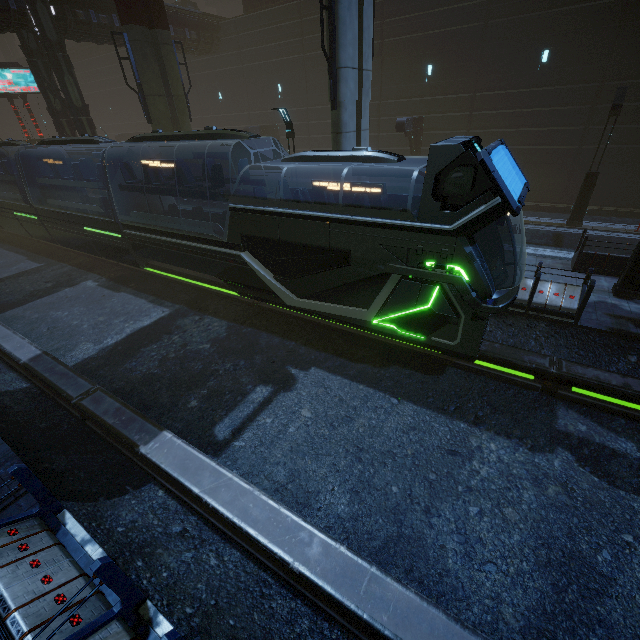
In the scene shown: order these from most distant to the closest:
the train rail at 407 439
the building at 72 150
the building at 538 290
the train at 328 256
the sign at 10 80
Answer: the sign at 10 80
the building at 72 150
the building at 538 290
the train at 328 256
the train rail at 407 439

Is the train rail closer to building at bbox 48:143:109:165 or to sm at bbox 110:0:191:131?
building at bbox 48:143:109:165

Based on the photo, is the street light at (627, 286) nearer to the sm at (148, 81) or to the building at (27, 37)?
the building at (27, 37)

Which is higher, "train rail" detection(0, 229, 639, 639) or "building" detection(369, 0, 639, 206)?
"building" detection(369, 0, 639, 206)

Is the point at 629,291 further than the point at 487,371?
Yes

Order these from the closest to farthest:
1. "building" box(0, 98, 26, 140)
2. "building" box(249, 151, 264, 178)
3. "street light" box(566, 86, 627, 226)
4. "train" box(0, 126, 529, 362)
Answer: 1. "train" box(0, 126, 529, 362)
2. "street light" box(566, 86, 627, 226)
3. "building" box(249, 151, 264, 178)
4. "building" box(0, 98, 26, 140)

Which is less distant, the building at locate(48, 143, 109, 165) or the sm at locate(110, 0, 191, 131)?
the sm at locate(110, 0, 191, 131)

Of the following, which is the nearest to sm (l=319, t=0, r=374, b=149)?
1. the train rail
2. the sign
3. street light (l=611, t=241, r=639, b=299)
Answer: the train rail
